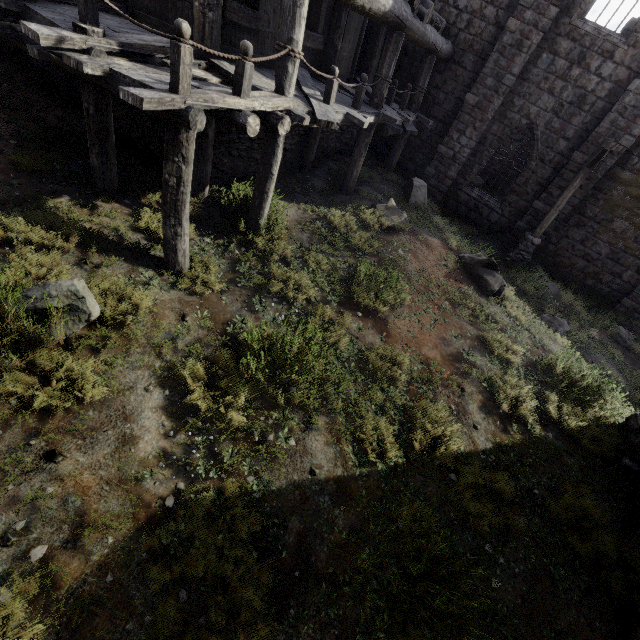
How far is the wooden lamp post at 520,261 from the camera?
10.3 meters

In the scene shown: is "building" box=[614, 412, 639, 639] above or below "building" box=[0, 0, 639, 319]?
below

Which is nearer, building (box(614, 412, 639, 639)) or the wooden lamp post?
building (box(614, 412, 639, 639))

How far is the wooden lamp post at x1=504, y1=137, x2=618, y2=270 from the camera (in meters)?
10.35

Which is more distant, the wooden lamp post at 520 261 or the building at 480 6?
the wooden lamp post at 520 261

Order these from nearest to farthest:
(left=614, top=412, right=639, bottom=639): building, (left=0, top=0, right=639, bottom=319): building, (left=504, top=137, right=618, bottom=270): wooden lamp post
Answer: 1. (left=614, top=412, right=639, bottom=639): building
2. (left=0, top=0, right=639, bottom=319): building
3. (left=504, top=137, right=618, bottom=270): wooden lamp post

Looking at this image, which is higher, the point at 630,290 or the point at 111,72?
the point at 111,72
